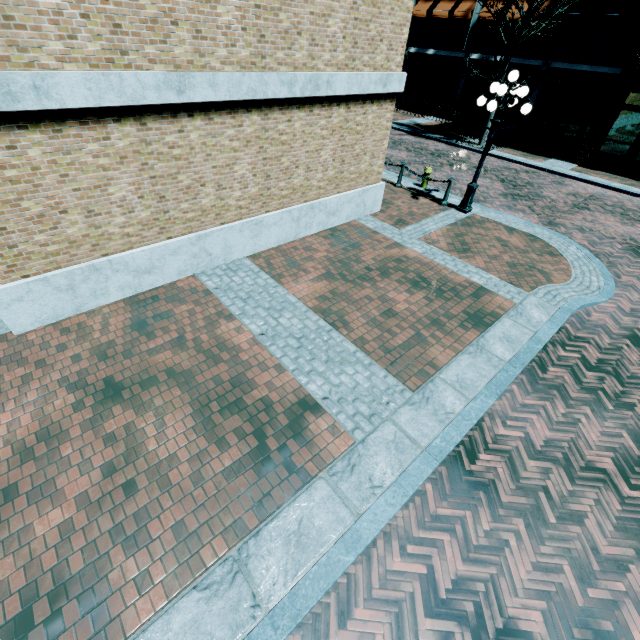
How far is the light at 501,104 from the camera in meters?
8.2 m

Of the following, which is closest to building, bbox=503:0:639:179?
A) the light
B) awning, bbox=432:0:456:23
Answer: awning, bbox=432:0:456:23

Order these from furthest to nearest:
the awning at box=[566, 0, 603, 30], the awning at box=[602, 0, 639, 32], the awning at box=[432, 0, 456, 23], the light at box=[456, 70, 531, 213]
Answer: the awning at box=[432, 0, 456, 23] < the awning at box=[566, 0, 603, 30] < the awning at box=[602, 0, 639, 32] < the light at box=[456, 70, 531, 213]

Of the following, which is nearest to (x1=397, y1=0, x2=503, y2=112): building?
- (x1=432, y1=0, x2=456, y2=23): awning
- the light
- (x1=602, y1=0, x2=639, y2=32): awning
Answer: (x1=602, y1=0, x2=639, y2=32): awning

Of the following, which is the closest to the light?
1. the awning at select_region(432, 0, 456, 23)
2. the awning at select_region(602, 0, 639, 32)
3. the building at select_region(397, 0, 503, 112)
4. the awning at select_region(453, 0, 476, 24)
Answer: the building at select_region(397, 0, 503, 112)

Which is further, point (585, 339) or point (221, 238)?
point (221, 238)

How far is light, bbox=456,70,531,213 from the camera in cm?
822

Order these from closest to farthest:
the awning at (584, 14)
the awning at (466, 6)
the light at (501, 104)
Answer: the light at (501, 104)
the awning at (584, 14)
the awning at (466, 6)
